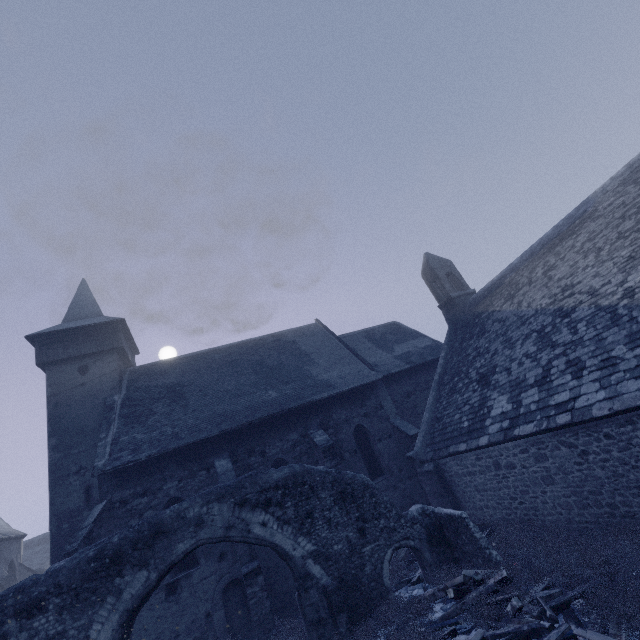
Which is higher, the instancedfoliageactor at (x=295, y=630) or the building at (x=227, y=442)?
the building at (x=227, y=442)

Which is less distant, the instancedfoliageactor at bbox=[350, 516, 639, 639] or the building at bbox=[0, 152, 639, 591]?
the instancedfoliageactor at bbox=[350, 516, 639, 639]

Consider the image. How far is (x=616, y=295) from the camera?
8.66m

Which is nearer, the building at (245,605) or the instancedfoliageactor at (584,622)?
the instancedfoliageactor at (584,622)

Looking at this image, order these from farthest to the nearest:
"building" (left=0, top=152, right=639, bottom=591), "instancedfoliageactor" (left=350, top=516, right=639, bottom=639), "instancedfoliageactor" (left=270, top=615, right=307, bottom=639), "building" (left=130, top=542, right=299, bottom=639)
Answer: "building" (left=130, top=542, right=299, bottom=639) → "instancedfoliageactor" (left=270, top=615, right=307, bottom=639) → "building" (left=0, top=152, right=639, bottom=591) → "instancedfoliageactor" (left=350, top=516, right=639, bottom=639)

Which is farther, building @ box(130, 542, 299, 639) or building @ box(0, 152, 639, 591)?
building @ box(130, 542, 299, 639)
